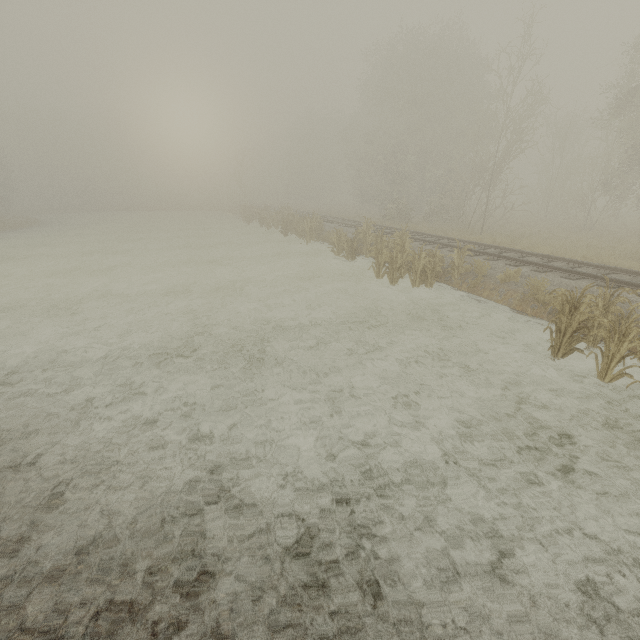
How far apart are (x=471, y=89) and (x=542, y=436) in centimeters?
3403cm
